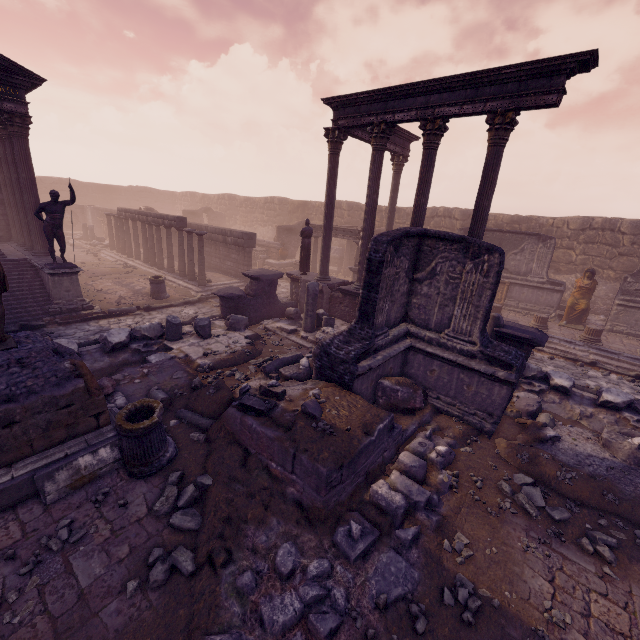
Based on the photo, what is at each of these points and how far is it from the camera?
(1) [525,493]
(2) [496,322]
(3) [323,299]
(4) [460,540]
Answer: (1) rocks, 5.43m
(2) building debris, 9.10m
(3) relief sculpture, 12.80m
(4) stone, 4.57m

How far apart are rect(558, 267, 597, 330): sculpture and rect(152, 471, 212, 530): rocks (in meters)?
15.53

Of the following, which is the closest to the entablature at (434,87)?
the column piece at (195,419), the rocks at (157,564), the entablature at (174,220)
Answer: the column piece at (195,419)

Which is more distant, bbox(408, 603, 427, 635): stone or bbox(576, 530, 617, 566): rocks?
bbox(576, 530, 617, 566): rocks

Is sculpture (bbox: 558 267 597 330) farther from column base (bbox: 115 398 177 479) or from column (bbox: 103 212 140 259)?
column (bbox: 103 212 140 259)

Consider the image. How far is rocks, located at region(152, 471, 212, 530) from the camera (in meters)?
4.36

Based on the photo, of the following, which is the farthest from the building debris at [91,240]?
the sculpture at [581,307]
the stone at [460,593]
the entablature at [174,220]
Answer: the sculpture at [581,307]

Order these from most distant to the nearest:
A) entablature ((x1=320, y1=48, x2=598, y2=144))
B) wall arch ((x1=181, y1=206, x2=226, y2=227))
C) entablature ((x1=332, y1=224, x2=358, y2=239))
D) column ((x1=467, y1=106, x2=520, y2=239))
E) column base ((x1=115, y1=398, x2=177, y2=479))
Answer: wall arch ((x1=181, y1=206, x2=226, y2=227)) → entablature ((x1=332, y1=224, x2=358, y2=239)) → column ((x1=467, y1=106, x2=520, y2=239)) → entablature ((x1=320, y1=48, x2=598, y2=144)) → column base ((x1=115, y1=398, x2=177, y2=479))
